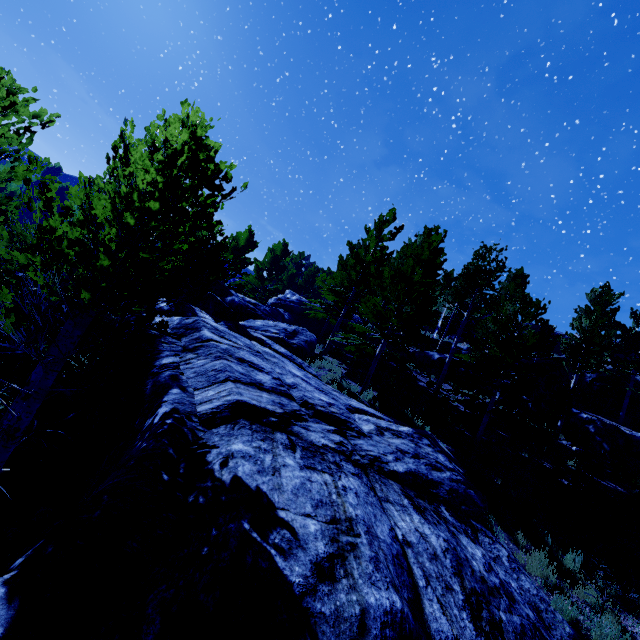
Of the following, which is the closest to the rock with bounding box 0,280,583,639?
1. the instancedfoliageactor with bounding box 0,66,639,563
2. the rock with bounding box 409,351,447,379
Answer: the instancedfoliageactor with bounding box 0,66,639,563

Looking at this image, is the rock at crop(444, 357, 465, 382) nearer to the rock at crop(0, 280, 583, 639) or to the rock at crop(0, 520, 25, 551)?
the rock at crop(0, 280, 583, 639)

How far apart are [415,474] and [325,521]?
4.8 meters

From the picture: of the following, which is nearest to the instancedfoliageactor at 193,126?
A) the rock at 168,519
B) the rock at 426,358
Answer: the rock at 168,519

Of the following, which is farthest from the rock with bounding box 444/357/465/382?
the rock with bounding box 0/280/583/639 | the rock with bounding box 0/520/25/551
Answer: the rock with bounding box 0/520/25/551

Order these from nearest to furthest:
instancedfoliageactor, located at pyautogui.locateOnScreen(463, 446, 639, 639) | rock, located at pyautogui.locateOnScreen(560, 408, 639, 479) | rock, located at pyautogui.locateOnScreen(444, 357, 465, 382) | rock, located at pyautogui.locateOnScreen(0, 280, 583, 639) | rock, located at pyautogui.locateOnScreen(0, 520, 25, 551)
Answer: rock, located at pyautogui.locateOnScreen(0, 280, 583, 639), rock, located at pyautogui.locateOnScreen(0, 520, 25, 551), instancedfoliageactor, located at pyautogui.locateOnScreen(463, 446, 639, 639), rock, located at pyautogui.locateOnScreen(560, 408, 639, 479), rock, located at pyautogui.locateOnScreen(444, 357, 465, 382)
